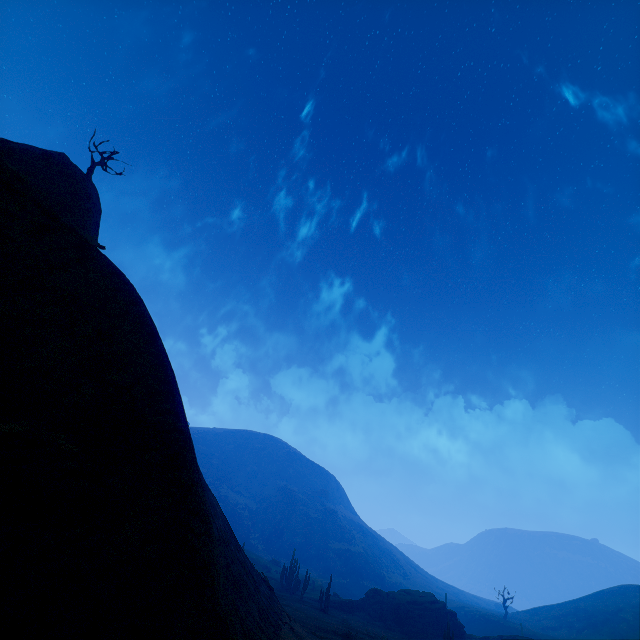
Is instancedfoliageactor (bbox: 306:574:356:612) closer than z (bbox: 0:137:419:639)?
No

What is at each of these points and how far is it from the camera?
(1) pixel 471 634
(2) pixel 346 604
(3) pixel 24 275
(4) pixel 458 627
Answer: (1) z, 51.0 meters
(2) instancedfoliageactor, 47.1 meters
(3) z, 9.9 meters
(4) rock, 46.8 meters

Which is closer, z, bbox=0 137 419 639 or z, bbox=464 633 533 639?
z, bbox=0 137 419 639

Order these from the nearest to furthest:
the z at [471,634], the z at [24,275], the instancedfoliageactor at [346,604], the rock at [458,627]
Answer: the z at [24,275], the instancedfoliageactor at [346,604], the rock at [458,627], the z at [471,634]

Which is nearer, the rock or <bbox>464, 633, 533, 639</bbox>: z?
the rock

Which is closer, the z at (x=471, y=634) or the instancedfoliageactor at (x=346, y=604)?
the instancedfoliageactor at (x=346, y=604)

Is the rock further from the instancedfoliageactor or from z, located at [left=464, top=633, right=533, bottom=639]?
z, located at [left=464, top=633, right=533, bottom=639]

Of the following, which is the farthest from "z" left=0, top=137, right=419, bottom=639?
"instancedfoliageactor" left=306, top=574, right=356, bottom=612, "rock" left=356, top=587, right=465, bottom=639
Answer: "rock" left=356, top=587, right=465, bottom=639
